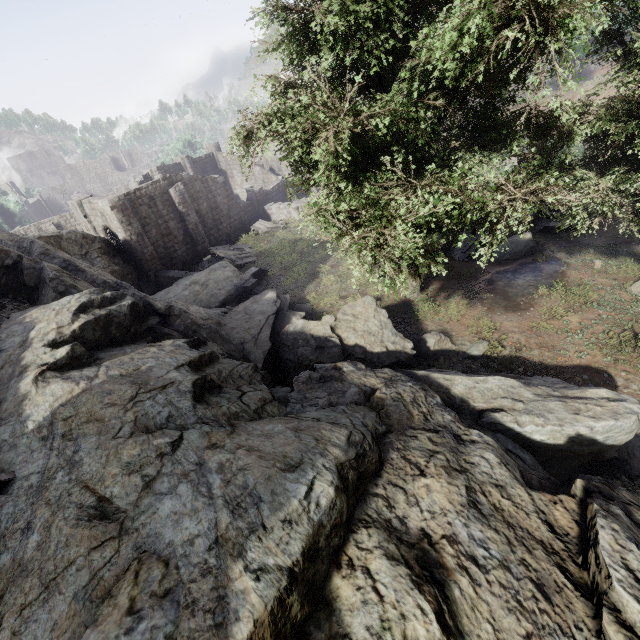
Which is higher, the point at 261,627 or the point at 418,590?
the point at 261,627

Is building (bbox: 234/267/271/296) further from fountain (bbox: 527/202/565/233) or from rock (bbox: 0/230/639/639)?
fountain (bbox: 527/202/565/233)

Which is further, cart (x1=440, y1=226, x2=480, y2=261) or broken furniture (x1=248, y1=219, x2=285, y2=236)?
broken furniture (x1=248, y1=219, x2=285, y2=236)

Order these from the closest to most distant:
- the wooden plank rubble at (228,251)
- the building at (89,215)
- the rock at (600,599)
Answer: the rock at (600,599), the building at (89,215), the wooden plank rubble at (228,251)

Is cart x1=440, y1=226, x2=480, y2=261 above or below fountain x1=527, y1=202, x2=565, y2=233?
below

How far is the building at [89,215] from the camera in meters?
24.3

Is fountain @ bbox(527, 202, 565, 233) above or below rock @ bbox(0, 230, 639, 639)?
below

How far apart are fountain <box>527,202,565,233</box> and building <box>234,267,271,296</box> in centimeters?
1493cm
